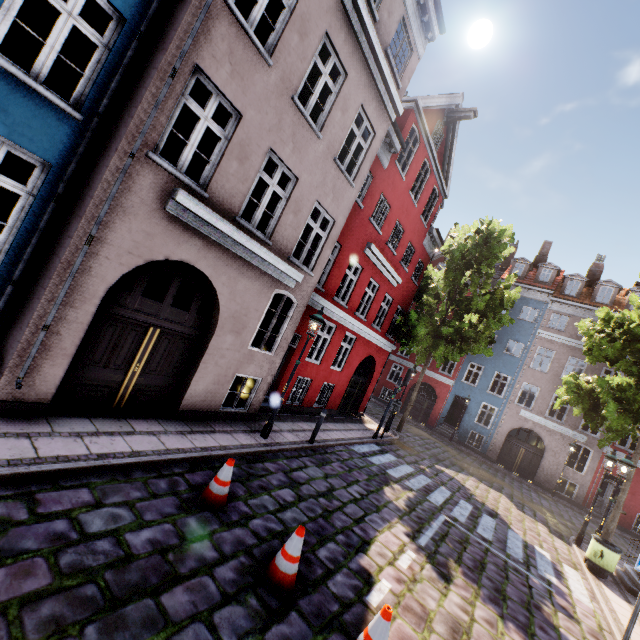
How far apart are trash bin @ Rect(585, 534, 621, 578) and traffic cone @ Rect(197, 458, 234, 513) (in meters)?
11.81

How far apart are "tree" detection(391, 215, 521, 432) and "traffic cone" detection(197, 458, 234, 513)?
14.26m

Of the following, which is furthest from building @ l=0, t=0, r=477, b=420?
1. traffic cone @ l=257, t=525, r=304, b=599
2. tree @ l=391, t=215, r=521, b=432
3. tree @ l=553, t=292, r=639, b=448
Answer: traffic cone @ l=257, t=525, r=304, b=599

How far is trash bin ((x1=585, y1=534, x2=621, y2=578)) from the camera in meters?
9.8 m

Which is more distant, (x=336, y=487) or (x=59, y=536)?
(x=336, y=487)

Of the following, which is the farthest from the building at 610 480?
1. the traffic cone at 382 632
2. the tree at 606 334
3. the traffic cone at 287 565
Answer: the traffic cone at 382 632

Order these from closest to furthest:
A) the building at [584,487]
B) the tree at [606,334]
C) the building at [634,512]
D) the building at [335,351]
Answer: the building at [335,351] < the tree at [606,334] < the building at [634,512] < the building at [584,487]

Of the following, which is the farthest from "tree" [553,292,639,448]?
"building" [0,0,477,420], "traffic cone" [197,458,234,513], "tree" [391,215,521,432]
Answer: "traffic cone" [197,458,234,513]
